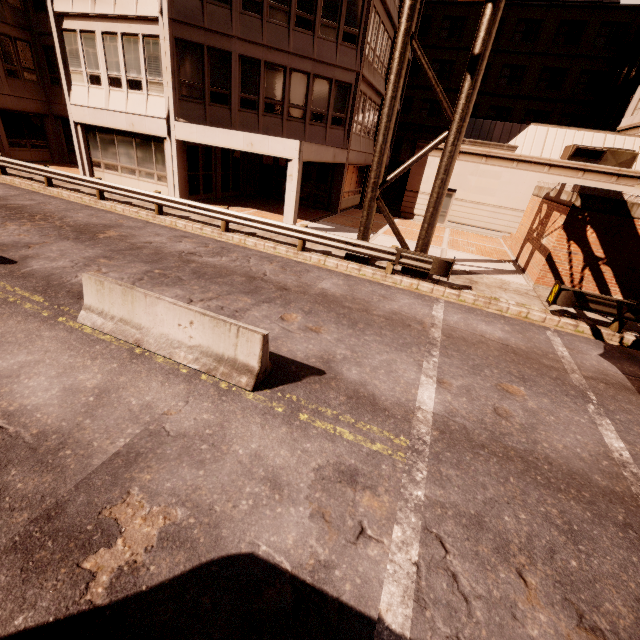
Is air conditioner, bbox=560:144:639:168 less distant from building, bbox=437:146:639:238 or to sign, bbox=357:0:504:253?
building, bbox=437:146:639:238

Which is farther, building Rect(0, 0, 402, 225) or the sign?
building Rect(0, 0, 402, 225)

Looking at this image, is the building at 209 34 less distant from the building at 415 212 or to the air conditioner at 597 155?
the building at 415 212

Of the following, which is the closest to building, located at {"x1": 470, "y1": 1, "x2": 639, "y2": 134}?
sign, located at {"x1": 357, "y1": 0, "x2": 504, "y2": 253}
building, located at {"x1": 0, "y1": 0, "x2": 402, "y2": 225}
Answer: building, located at {"x1": 0, "y1": 0, "x2": 402, "y2": 225}

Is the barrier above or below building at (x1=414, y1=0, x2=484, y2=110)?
below

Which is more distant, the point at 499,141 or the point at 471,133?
the point at 471,133

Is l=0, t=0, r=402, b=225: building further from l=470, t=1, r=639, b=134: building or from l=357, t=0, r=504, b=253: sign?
l=357, t=0, r=504, b=253: sign

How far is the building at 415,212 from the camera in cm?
2116
